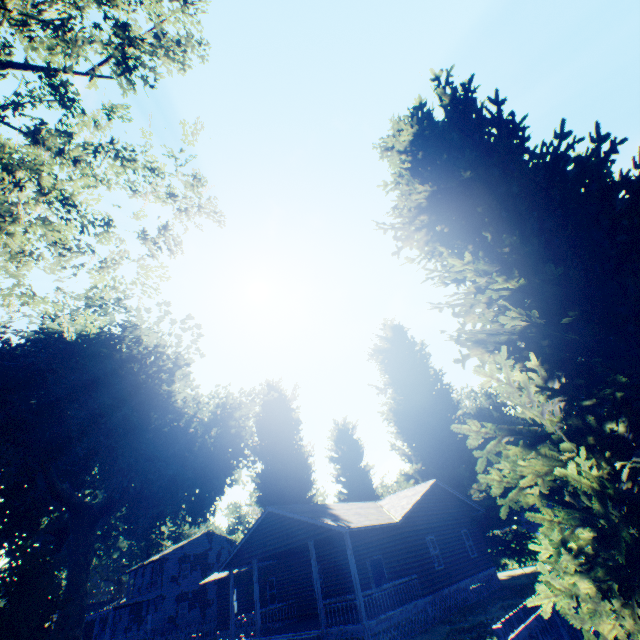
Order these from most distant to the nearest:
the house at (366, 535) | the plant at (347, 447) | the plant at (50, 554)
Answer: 1. the plant at (347, 447)
2. the house at (366, 535)
3. the plant at (50, 554)

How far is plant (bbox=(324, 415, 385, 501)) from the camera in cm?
3428

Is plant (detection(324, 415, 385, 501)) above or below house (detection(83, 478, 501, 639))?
above

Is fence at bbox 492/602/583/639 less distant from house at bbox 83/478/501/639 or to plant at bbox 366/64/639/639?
plant at bbox 366/64/639/639

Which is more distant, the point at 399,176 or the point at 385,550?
the point at 385,550

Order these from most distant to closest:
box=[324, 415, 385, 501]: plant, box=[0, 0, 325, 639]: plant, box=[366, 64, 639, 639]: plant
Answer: box=[324, 415, 385, 501]: plant
box=[0, 0, 325, 639]: plant
box=[366, 64, 639, 639]: plant

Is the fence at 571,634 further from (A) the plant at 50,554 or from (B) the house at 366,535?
(B) the house at 366,535
